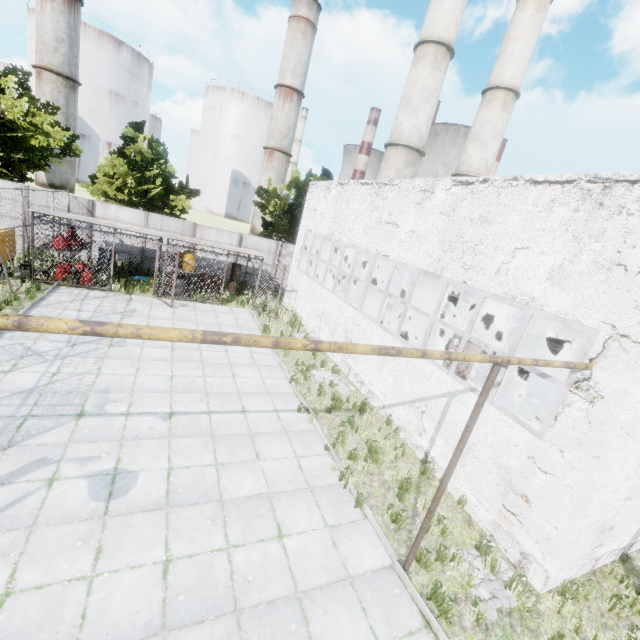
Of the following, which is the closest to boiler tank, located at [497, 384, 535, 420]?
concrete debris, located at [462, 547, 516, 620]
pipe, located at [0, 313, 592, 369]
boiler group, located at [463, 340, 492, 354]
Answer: boiler group, located at [463, 340, 492, 354]

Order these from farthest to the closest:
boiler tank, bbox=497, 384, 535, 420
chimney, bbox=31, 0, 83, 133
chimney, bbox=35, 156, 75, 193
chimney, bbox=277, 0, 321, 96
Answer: chimney, bbox=277, 0, 321, 96 → chimney, bbox=35, 156, 75, 193 → chimney, bbox=31, 0, 83, 133 → boiler tank, bbox=497, 384, 535, 420

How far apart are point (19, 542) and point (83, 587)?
1.4m

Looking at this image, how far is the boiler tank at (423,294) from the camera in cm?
1679

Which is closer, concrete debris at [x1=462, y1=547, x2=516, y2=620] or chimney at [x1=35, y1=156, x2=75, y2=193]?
concrete debris at [x1=462, y1=547, x2=516, y2=620]

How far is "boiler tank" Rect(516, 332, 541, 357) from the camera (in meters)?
14.22

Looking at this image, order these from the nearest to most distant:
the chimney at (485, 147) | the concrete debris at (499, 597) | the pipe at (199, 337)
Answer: the pipe at (199, 337), the concrete debris at (499, 597), the chimney at (485, 147)

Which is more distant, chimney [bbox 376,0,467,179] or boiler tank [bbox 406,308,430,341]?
chimney [bbox 376,0,467,179]
